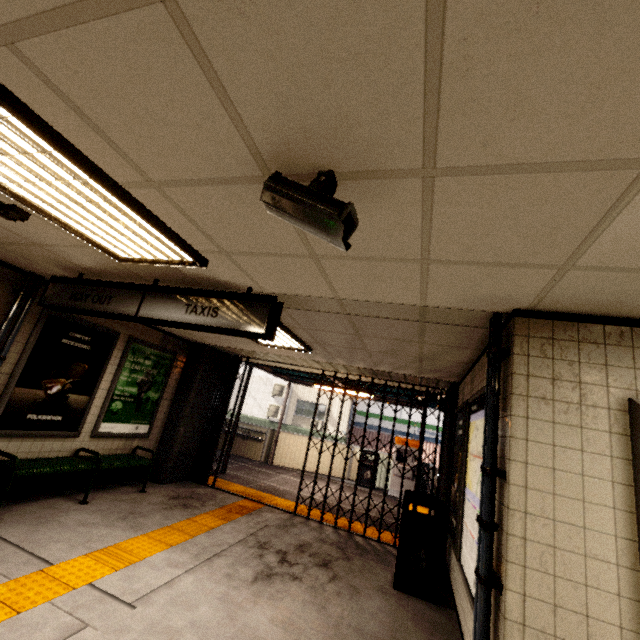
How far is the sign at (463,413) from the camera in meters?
2.8 m

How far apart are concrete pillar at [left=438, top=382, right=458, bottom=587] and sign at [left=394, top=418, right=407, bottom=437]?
13.4 meters

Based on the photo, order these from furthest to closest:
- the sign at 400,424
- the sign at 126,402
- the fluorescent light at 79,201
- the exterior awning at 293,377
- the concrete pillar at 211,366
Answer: the sign at 400,424, the exterior awning at 293,377, the concrete pillar at 211,366, the sign at 126,402, the fluorescent light at 79,201

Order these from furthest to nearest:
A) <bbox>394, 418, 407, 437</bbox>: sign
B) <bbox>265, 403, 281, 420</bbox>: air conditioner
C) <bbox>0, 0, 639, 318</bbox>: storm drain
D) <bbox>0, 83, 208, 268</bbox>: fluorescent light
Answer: <bbox>265, 403, 281, 420</bbox>: air conditioner, <bbox>394, 418, 407, 437</bbox>: sign, <bbox>0, 83, 208, 268</bbox>: fluorescent light, <bbox>0, 0, 639, 318</bbox>: storm drain

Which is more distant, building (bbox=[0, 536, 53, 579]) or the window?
building (bbox=[0, 536, 53, 579])

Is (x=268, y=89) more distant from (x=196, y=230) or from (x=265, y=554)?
(x=265, y=554)

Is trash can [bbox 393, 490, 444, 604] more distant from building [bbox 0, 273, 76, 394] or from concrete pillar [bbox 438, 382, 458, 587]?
building [bbox 0, 273, 76, 394]

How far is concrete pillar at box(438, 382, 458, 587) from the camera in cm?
476
